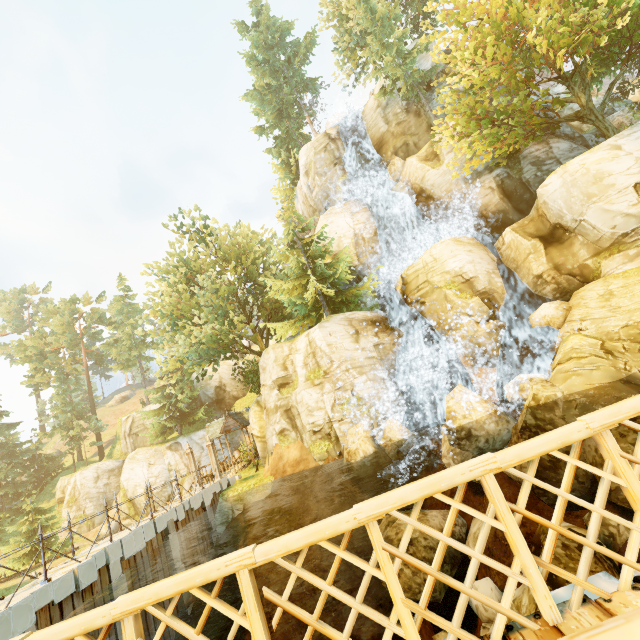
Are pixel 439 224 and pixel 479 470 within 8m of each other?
no

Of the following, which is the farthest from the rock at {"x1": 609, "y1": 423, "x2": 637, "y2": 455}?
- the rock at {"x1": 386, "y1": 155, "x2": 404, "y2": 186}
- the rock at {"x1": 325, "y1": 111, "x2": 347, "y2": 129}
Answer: the rock at {"x1": 325, "y1": 111, "x2": 347, "y2": 129}

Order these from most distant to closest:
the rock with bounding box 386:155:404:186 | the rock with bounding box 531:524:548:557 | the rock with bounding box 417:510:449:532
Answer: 1. the rock with bounding box 386:155:404:186
2. the rock with bounding box 417:510:449:532
3. the rock with bounding box 531:524:548:557

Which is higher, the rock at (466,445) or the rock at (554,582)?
the rock at (466,445)

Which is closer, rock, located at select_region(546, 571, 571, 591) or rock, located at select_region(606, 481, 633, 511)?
rock, located at select_region(546, 571, 571, 591)

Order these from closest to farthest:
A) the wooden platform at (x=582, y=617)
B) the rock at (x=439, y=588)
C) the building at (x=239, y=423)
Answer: the wooden platform at (x=582, y=617), the rock at (x=439, y=588), the building at (x=239, y=423)

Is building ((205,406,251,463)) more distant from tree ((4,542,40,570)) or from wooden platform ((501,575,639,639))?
wooden platform ((501,575,639,639))

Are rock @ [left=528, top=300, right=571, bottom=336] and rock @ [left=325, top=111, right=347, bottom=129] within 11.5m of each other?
no
